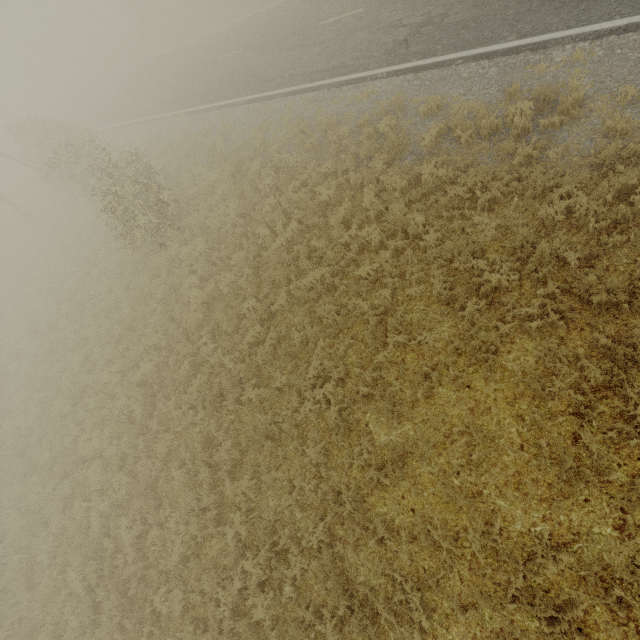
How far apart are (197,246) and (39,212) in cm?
2084
